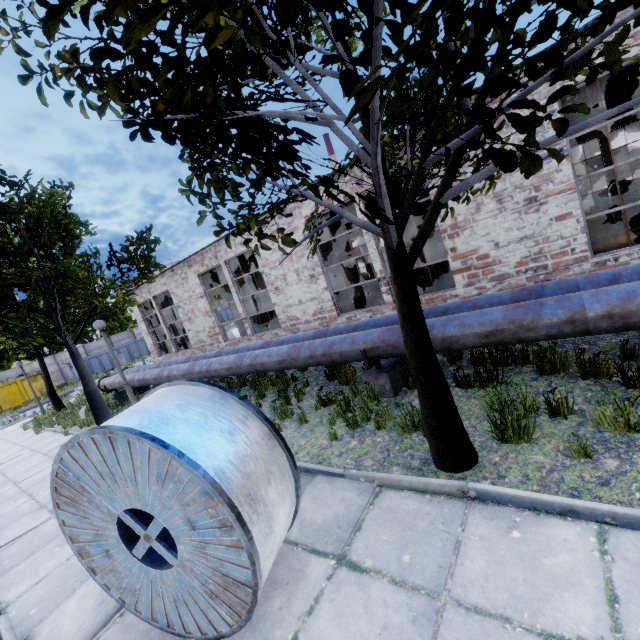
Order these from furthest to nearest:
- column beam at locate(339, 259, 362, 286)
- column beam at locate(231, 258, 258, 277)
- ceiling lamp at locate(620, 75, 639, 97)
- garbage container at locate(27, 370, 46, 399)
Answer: garbage container at locate(27, 370, 46, 399), column beam at locate(231, 258, 258, 277), column beam at locate(339, 259, 362, 286), ceiling lamp at locate(620, 75, 639, 97)

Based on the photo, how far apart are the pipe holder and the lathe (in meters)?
3.04

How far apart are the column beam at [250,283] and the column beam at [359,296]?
5.32m

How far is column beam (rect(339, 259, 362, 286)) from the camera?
12.91m

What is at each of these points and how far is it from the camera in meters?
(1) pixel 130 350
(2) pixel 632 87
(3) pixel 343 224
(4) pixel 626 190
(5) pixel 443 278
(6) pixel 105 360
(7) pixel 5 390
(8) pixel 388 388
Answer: (1) garbage container, 35.8
(2) ceiling lamp, 7.5
(3) column beam, 13.1
(4) band saw, 13.2
(5) lathe, 10.4
(6) garbage container, 33.8
(7) garbage container, 27.5
(8) pipe holder, 6.0

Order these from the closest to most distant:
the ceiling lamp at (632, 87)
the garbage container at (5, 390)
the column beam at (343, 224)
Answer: the ceiling lamp at (632, 87) < the column beam at (343, 224) < the garbage container at (5, 390)

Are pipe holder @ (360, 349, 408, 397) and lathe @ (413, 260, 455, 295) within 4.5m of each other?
yes

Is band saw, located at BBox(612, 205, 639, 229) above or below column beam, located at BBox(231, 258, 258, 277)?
below
